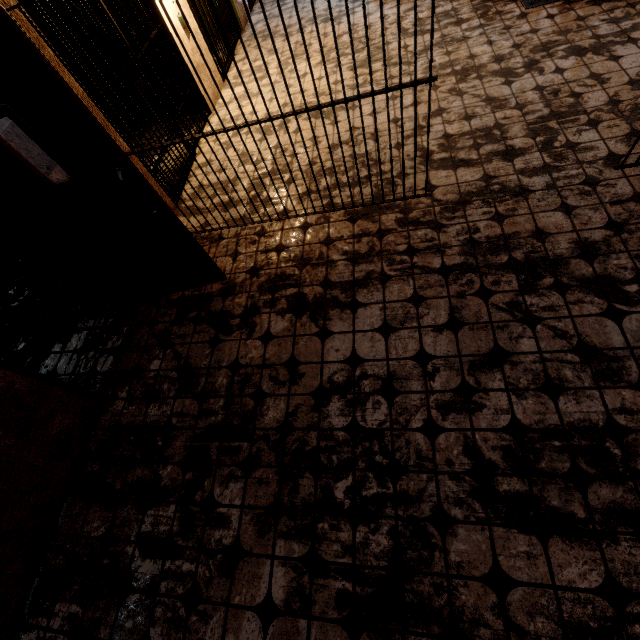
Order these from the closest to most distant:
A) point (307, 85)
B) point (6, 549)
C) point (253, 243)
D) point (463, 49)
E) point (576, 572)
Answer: point (576, 572), point (6, 549), point (253, 243), point (463, 49), point (307, 85)

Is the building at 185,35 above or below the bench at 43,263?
above

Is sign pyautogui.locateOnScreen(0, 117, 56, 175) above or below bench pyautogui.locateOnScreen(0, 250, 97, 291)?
above

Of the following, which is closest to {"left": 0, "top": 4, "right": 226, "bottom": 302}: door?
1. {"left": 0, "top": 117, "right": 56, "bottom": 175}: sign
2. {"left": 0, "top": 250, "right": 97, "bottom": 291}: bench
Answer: {"left": 0, "top": 117, "right": 56, "bottom": 175}: sign

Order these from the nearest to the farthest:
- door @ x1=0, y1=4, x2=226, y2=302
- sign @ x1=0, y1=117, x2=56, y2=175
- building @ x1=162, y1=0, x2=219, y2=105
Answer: door @ x1=0, y1=4, x2=226, y2=302 < sign @ x1=0, y1=117, x2=56, y2=175 < building @ x1=162, y1=0, x2=219, y2=105

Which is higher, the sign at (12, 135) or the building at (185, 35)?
the sign at (12, 135)

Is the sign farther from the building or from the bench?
the bench
